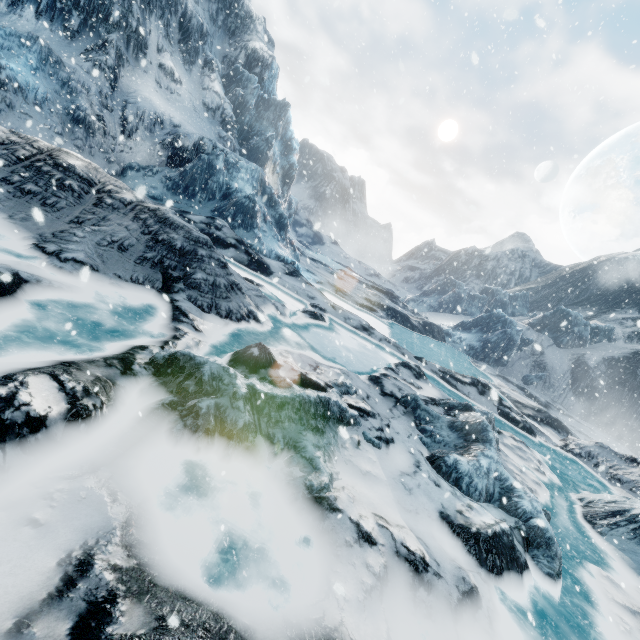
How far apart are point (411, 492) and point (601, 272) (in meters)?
63.12
